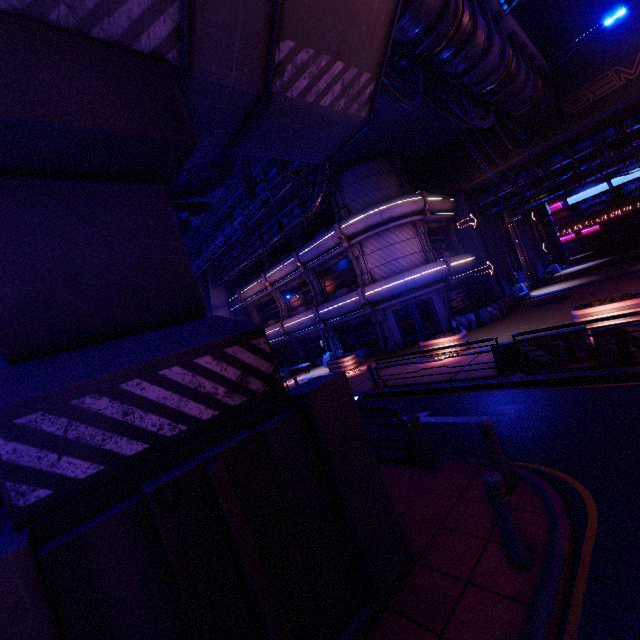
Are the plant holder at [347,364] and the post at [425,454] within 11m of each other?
no

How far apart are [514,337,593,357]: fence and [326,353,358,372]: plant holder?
10.25m

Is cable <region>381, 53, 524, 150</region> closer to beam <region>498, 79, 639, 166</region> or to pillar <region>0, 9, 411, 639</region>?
beam <region>498, 79, 639, 166</region>

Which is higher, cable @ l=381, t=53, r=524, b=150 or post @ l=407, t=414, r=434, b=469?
cable @ l=381, t=53, r=524, b=150

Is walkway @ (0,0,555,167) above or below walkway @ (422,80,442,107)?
below

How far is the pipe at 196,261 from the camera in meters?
21.5 m

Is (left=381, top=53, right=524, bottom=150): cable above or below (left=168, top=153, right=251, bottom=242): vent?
below

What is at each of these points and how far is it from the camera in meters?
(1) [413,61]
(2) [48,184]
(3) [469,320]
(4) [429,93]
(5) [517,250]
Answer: (1) cable, 11.1 m
(2) pillar, 3.5 m
(3) fence, 20.0 m
(4) walkway, 14.5 m
(5) tunnel, 30.0 m
